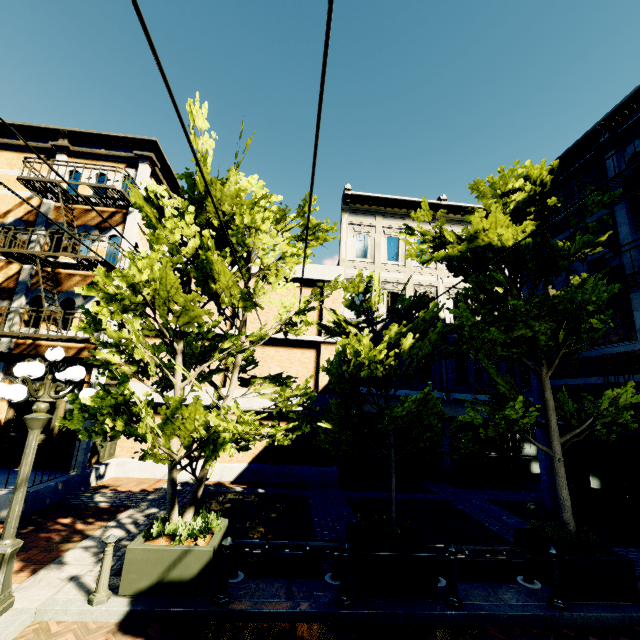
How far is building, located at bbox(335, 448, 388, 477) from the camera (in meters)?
13.77

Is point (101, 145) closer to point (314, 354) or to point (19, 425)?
point (19, 425)

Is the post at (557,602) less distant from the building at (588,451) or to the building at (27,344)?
the building at (588,451)

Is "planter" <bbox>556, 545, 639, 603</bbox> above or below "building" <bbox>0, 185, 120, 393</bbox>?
below

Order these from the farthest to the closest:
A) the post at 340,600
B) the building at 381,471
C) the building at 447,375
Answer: the building at 447,375, the building at 381,471, the post at 340,600

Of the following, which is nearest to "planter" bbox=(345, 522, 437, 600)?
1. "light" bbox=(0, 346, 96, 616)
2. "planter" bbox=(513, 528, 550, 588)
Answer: "planter" bbox=(513, 528, 550, 588)

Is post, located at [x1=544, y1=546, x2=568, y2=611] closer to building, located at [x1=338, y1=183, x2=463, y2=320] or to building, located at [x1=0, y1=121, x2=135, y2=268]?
building, located at [x1=338, y1=183, x2=463, y2=320]

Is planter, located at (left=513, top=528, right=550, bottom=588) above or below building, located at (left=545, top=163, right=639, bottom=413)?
below
